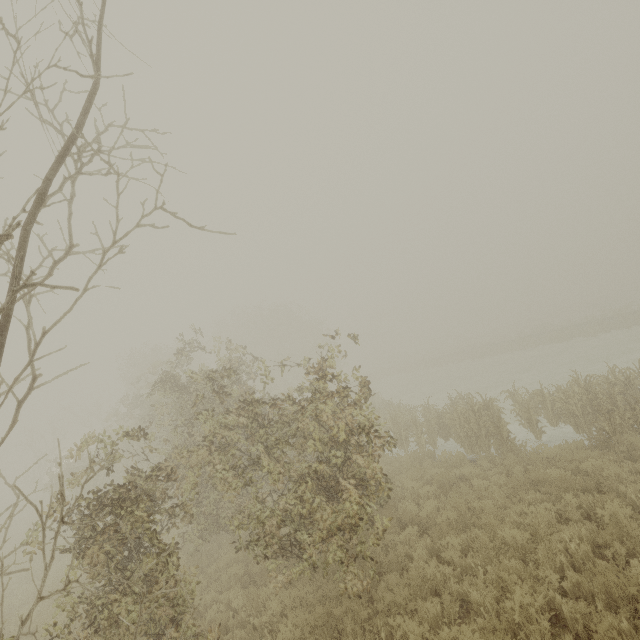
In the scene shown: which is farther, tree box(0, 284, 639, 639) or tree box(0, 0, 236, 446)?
tree box(0, 284, 639, 639)

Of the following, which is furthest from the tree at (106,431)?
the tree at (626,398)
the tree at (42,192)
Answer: the tree at (626,398)

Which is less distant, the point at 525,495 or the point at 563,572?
the point at 563,572

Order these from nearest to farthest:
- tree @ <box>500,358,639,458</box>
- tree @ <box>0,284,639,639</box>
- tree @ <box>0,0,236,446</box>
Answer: tree @ <box>0,0,236,446</box>
tree @ <box>0,284,639,639</box>
tree @ <box>500,358,639,458</box>

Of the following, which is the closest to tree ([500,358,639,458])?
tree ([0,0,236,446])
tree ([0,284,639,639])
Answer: tree ([0,284,639,639])

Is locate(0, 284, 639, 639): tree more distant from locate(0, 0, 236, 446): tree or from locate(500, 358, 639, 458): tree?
locate(500, 358, 639, 458): tree
